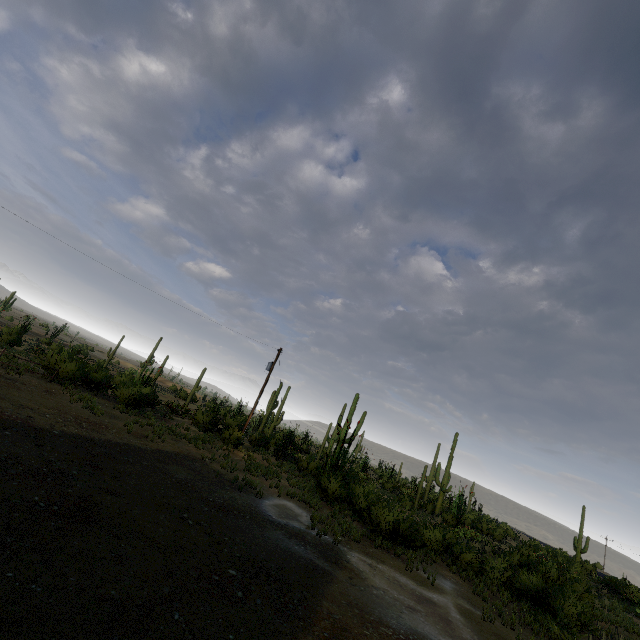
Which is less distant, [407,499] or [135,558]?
[135,558]
